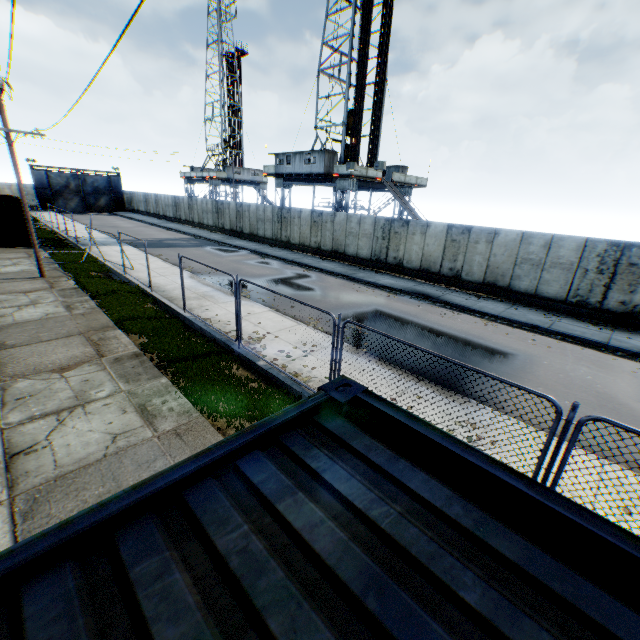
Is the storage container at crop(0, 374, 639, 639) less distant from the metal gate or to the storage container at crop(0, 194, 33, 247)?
the storage container at crop(0, 194, 33, 247)

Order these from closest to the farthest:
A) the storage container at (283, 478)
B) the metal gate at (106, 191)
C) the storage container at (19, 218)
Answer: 1. the storage container at (283, 478)
2. the storage container at (19, 218)
3. the metal gate at (106, 191)

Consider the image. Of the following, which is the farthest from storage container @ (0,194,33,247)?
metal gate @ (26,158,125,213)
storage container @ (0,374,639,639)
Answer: storage container @ (0,374,639,639)

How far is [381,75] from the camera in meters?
29.8

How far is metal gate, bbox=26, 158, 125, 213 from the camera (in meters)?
45.66

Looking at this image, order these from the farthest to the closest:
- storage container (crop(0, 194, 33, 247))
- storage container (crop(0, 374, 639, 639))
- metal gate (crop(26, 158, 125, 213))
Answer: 1. metal gate (crop(26, 158, 125, 213))
2. storage container (crop(0, 194, 33, 247))
3. storage container (crop(0, 374, 639, 639))

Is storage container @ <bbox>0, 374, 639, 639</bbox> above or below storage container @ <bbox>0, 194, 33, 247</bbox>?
above

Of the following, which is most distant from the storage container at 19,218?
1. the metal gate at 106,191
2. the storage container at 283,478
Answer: the storage container at 283,478
